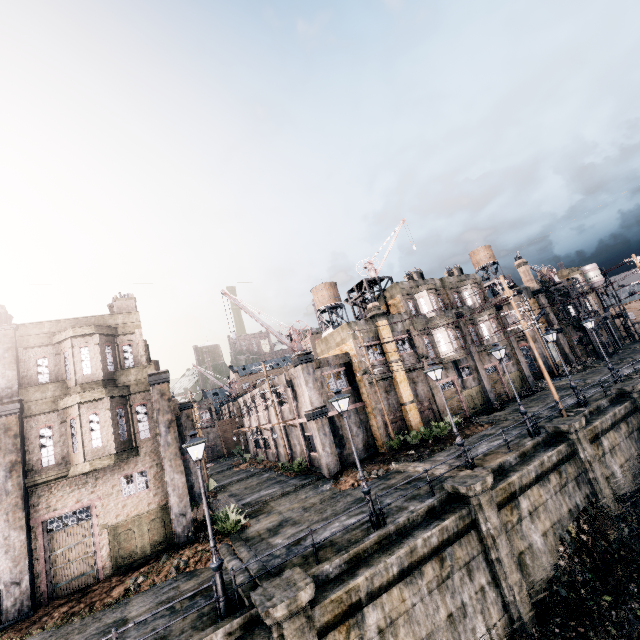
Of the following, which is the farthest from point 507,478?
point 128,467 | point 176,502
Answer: point 128,467

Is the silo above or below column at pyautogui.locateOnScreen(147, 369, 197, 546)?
above

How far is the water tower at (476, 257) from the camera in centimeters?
5019cm

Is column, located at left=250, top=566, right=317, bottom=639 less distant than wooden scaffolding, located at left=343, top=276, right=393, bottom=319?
Yes

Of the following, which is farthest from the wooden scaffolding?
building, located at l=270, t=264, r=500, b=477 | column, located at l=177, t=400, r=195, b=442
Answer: column, located at l=177, t=400, r=195, b=442

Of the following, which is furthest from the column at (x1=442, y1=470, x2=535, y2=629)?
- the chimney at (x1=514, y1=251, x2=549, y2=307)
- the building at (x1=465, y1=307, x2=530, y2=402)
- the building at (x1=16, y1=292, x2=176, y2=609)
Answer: the chimney at (x1=514, y1=251, x2=549, y2=307)

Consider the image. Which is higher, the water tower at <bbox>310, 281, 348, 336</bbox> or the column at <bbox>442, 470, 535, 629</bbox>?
the water tower at <bbox>310, 281, 348, 336</bbox>

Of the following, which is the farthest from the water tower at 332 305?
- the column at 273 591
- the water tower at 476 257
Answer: the column at 273 591
